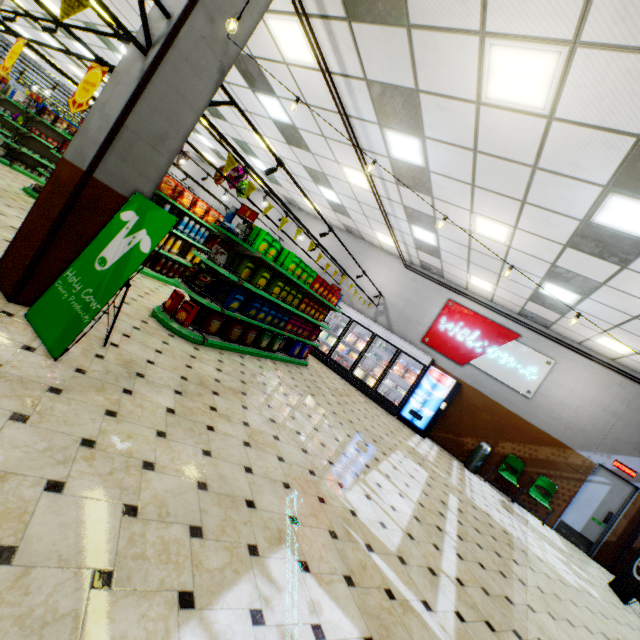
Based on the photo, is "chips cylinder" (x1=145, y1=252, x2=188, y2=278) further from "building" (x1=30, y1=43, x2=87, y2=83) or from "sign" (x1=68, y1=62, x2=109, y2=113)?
"sign" (x1=68, y1=62, x2=109, y2=113)

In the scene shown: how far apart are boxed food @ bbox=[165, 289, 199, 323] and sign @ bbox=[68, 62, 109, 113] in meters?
3.0 m

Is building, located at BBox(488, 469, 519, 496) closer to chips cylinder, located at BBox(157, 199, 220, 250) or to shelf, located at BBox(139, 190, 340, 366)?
shelf, located at BBox(139, 190, 340, 366)

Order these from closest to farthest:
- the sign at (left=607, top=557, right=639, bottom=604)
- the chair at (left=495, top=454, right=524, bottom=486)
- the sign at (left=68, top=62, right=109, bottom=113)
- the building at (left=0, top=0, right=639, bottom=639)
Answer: the building at (left=0, top=0, right=639, bottom=639)
the sign at (left=68, top=62, right=109, bottom=113)
the sign at (left=607, top=557, right=639, bottom=604)
the chair at (left=495, top=454, right=524, bottom=486)

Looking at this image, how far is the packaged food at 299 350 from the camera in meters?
5.9 m

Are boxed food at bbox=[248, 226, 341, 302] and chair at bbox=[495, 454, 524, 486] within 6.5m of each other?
no

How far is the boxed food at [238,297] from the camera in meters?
5.8

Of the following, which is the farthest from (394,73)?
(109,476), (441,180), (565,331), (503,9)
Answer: (565,331)
